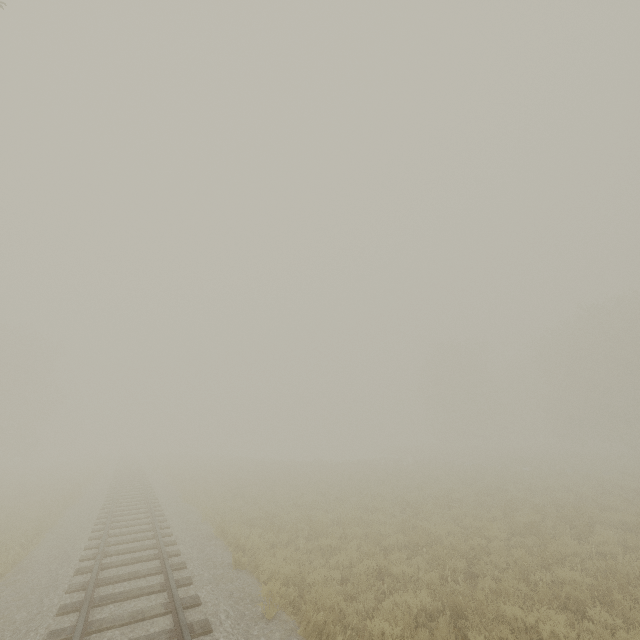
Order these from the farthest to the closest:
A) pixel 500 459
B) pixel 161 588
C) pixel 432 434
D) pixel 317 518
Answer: pixel 432 434 → pixel 500 459 → pixel 317 518 → pixel 161 588
